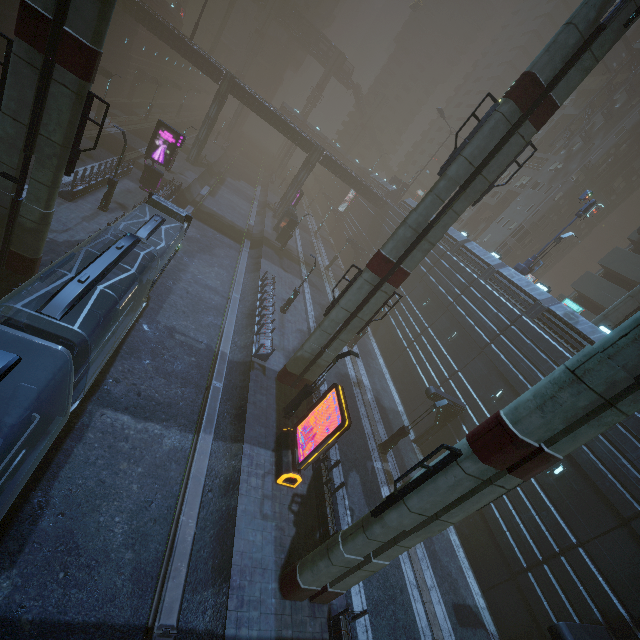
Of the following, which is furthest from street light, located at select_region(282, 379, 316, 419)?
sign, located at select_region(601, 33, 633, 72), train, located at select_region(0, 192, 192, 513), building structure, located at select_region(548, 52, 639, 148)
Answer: sign, located at select_region(601, 33, 633, 72)

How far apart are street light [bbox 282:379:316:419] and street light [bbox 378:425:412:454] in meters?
6.7 m

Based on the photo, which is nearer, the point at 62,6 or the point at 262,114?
the point at 62,6

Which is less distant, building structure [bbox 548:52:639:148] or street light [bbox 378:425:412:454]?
street light [bbox 378:425:412:454]

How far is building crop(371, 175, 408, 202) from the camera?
52.4m

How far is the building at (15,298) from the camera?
12.7m

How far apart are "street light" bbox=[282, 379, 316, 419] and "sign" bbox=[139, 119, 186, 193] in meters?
23.5
